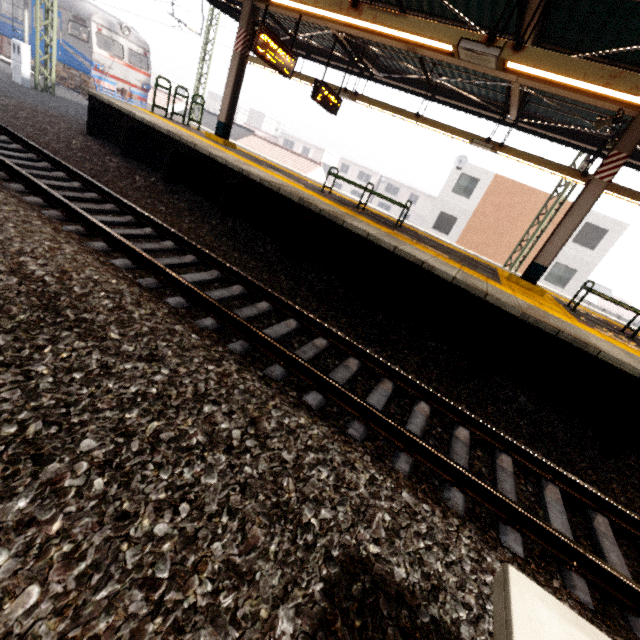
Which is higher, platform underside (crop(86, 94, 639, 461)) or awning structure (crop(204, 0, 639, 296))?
awning structure (crop(204, 0, 639, 296))

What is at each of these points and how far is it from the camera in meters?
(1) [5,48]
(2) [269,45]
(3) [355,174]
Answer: (1) train, 19.9
(2) sign, 7.1
(3) building, 52.2

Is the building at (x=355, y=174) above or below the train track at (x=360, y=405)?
above

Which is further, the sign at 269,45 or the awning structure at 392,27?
the sign at 269,45

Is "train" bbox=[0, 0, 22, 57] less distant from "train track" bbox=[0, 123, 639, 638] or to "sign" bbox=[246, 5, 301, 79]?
"train track" bbox=[0, 123, 639, 638]

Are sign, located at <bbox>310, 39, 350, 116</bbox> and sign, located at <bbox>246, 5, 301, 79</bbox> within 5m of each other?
yes

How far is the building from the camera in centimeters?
4972cm

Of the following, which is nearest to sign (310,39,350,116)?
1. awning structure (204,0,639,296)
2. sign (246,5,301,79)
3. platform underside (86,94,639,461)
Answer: awning structure (204,0,639,296)
